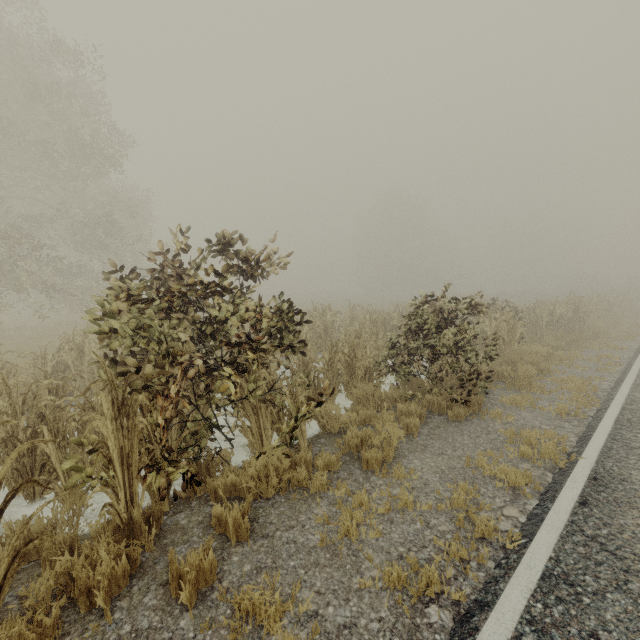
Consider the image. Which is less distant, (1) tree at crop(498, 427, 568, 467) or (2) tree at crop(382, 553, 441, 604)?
(2) tree at crop(382, 553, 441, 604)

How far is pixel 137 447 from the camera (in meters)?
3.31

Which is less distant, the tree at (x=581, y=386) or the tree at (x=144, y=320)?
the tree at (x=144, y=320)

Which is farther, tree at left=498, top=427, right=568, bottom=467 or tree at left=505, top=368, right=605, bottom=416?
tree at left=505, top=368, right=605, bottom=416

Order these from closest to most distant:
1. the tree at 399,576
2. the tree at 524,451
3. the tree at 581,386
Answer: the tree at 399,576
the tree at 524,451
the tree at 581,386

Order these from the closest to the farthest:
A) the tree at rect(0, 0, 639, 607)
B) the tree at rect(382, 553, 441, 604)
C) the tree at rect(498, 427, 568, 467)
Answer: the tree at rect(382, 553, 441, 604) → the tree at rect(0, 0, 639, 607) → the tree at rect(498, 427, 568, 467)

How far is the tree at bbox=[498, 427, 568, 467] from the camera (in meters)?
4.75
